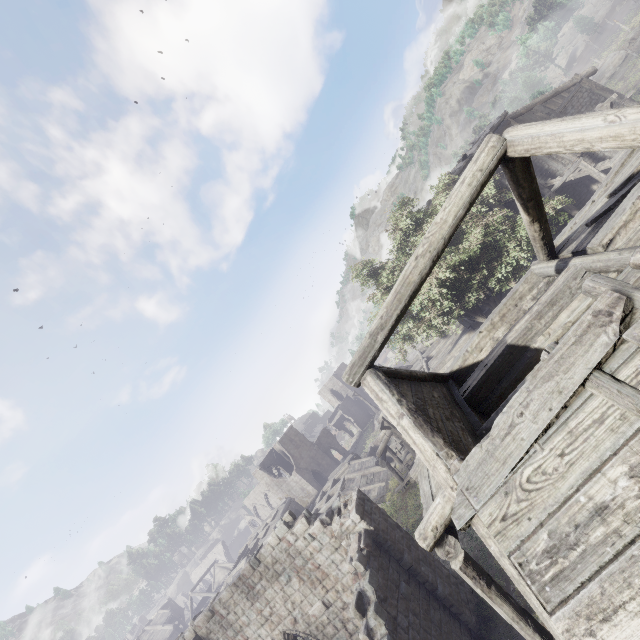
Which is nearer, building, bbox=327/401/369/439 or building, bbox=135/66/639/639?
building, bbox=135/66/639/639

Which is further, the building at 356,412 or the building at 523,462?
the building at 356,412

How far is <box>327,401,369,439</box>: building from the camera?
57.69m

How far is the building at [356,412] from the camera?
57.7m

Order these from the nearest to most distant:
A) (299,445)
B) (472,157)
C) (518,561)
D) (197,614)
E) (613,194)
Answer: (518,561)
(613,194)
(197,614)
(472,157)
(299,445)
